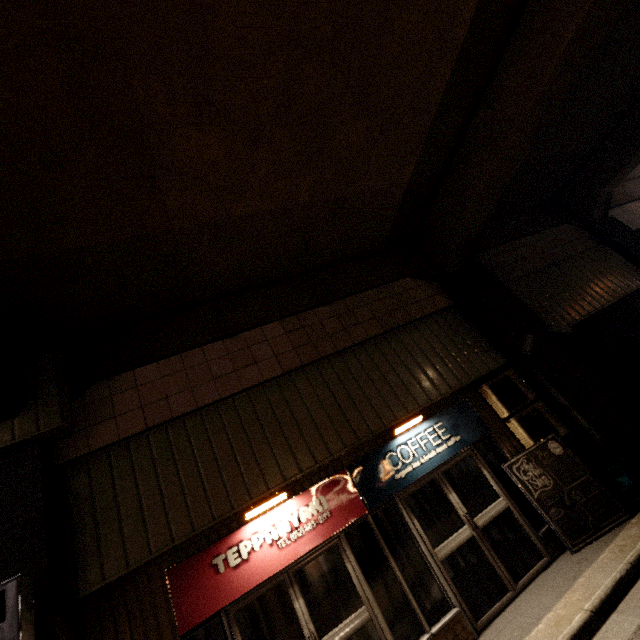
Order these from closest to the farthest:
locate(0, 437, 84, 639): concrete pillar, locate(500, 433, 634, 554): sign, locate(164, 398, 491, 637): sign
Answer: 1. locate(0, 437, 84, 639): concrete pillar
2. locate(164, 398, 491, 637): sign
3. locate(500, 433, 634, 554): sign

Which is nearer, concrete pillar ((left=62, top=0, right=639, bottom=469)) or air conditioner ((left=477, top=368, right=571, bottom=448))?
concrete pillar ((left=62, top=0, right=639, bottom=469))

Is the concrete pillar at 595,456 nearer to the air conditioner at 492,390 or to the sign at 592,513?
the air conditioner at 492,390

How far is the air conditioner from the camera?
6.23m

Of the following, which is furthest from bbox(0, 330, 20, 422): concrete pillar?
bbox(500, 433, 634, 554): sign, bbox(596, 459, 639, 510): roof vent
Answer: bbox(500, 433, 634, 554): sign

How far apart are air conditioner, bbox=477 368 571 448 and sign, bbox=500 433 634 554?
0.06m

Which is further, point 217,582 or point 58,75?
point 217,582

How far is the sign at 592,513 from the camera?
5.16m
